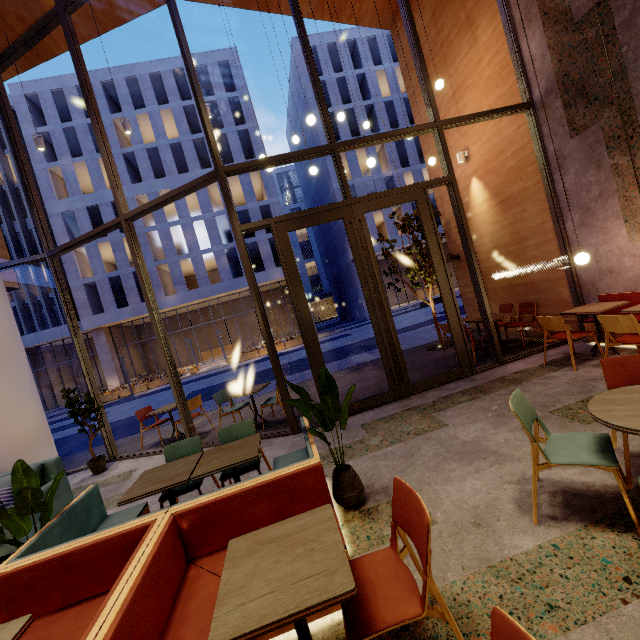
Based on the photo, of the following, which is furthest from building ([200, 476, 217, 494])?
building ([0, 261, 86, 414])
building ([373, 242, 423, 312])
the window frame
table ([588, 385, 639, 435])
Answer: building ([373, 242, 423, 312])

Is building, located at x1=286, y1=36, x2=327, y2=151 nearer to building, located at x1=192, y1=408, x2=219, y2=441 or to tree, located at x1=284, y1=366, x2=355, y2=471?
building, located at x1=192, y1=408, x2=219, y2=441

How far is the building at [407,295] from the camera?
31.91m

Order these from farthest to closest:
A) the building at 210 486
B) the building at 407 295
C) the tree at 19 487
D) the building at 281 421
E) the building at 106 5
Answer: the building at 407 295 < the building at 106 5 < the building at 281 421 < the building at 210 486 < the tree at 19 487

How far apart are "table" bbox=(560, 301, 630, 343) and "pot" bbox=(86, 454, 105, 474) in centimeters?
906cm

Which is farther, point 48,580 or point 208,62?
point 208,62

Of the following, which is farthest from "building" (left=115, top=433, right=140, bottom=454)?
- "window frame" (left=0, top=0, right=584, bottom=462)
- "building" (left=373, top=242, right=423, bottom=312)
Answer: "building" (left=373, top=242, right=423, bottom=312)

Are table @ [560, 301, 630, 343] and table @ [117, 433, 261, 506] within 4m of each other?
no
